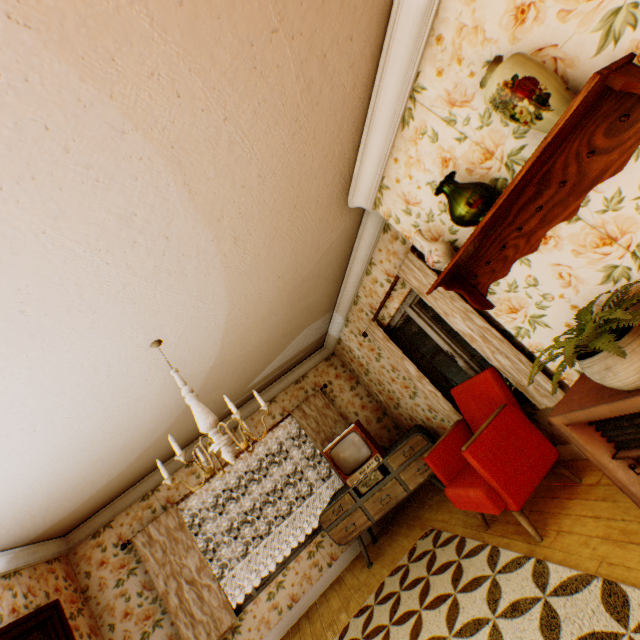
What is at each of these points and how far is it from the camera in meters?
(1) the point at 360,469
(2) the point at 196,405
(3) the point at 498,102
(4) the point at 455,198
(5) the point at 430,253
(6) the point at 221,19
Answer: (1) tv, 4.8 m
(2) ceiling light, 2.5 m
(3) vase, 1.5 m
(4) vase, 2.0 m
(5) vase, 2.4 m
(6) building, 1.3 m

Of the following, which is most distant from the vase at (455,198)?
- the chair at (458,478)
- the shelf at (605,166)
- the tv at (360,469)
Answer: the tv at (360,469)

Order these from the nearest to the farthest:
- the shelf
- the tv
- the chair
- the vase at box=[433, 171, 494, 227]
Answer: the shelf
the vase at box=[433, 171, 494, 227]
the chair
the tv

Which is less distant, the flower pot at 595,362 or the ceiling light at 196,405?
the flower pot at 595,362

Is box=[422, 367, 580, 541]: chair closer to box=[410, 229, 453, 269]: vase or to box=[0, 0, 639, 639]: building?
box=[0, 0, 639, 639]: building

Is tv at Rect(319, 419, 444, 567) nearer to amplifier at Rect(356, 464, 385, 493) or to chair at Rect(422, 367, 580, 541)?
amplifier at Rect(356, 464, 385, 493)

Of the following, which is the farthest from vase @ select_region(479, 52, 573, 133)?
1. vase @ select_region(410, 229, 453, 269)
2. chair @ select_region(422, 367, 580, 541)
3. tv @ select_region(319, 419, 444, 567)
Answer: tv @ select_region(319, 419, 444, 567)

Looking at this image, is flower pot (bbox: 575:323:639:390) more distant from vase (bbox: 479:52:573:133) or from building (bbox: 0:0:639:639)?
vase (bbox: 479:52:573:133)
